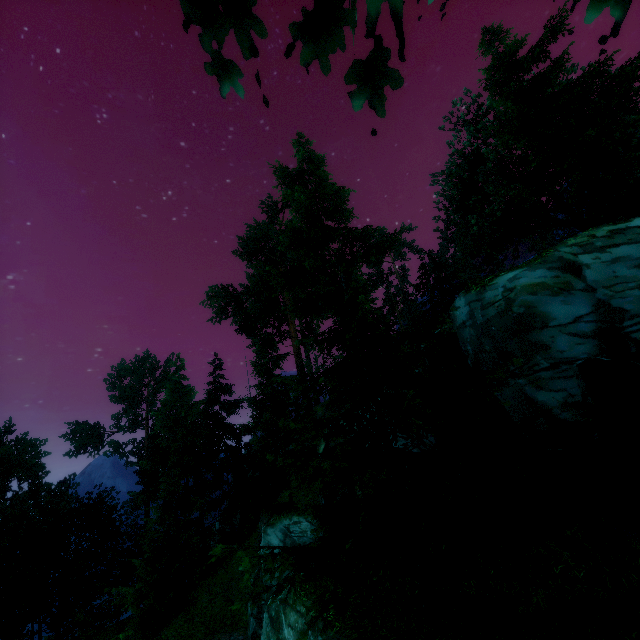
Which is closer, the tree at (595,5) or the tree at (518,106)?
the tree at (595,5)

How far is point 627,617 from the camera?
5.7m

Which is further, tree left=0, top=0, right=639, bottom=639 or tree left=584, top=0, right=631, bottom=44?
tree left=0, top=0, right=639, bottom=639

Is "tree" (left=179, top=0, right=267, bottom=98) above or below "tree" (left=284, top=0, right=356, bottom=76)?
above

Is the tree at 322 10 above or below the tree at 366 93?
above
